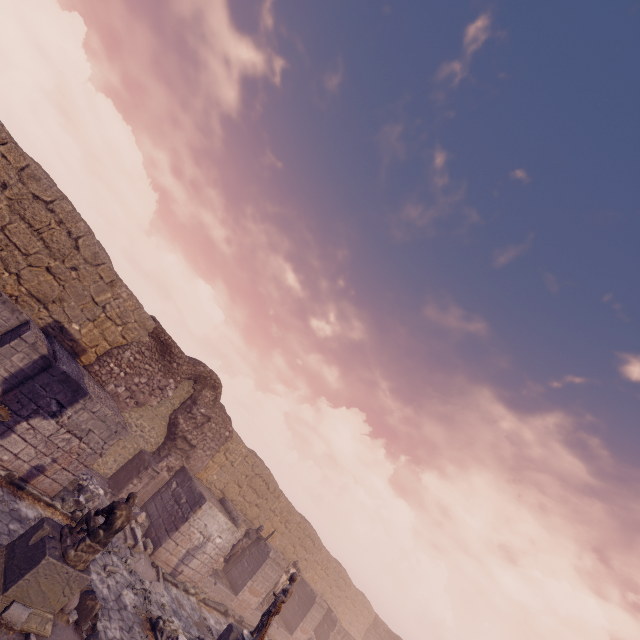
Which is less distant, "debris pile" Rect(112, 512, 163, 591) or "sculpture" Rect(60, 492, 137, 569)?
"sculpture" Rect(60, 492, 137, 569)

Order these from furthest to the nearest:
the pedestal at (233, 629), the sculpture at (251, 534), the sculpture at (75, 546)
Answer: the sculpture at (251, 534) → the pedestal at (233, 629) → the sculpture at (75, 546)

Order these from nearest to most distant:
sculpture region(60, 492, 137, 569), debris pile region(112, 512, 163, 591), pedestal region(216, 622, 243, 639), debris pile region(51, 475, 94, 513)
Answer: sculpture region(60, 492, 137, 569) < debris pile region(51, 475, 94, 513) < pedestal region(216, 622, 243, 639) < debris pile region(112, 512, 163, 591)

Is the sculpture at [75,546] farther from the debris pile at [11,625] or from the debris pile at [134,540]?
the debris pile at [134,540]

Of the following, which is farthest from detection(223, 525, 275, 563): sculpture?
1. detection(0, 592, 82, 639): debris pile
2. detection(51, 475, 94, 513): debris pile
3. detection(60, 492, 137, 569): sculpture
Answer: detection(60, 492, 137, 569): sculpture

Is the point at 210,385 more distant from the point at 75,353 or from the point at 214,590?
the point at 214,590

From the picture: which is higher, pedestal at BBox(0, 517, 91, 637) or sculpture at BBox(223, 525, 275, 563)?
sculpture at BBox(223, 525, 275, 563)

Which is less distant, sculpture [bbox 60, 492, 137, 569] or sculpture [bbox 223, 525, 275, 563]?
sculpture [bbox 60, 492, 137, 569]
